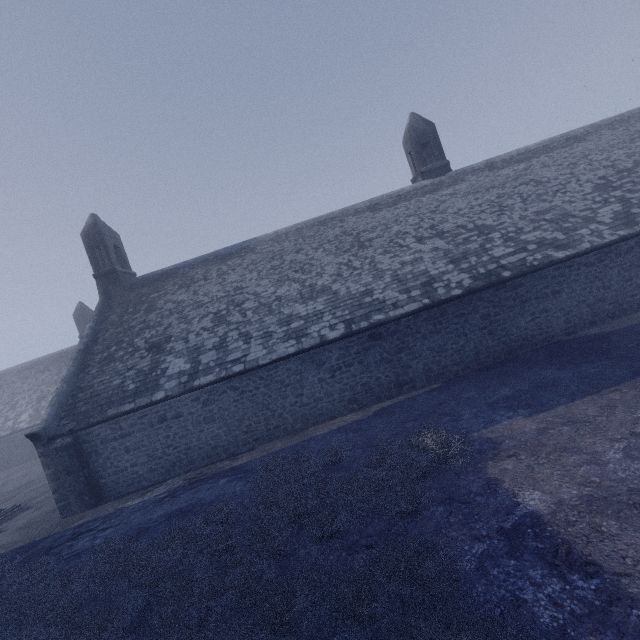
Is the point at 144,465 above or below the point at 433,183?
below
